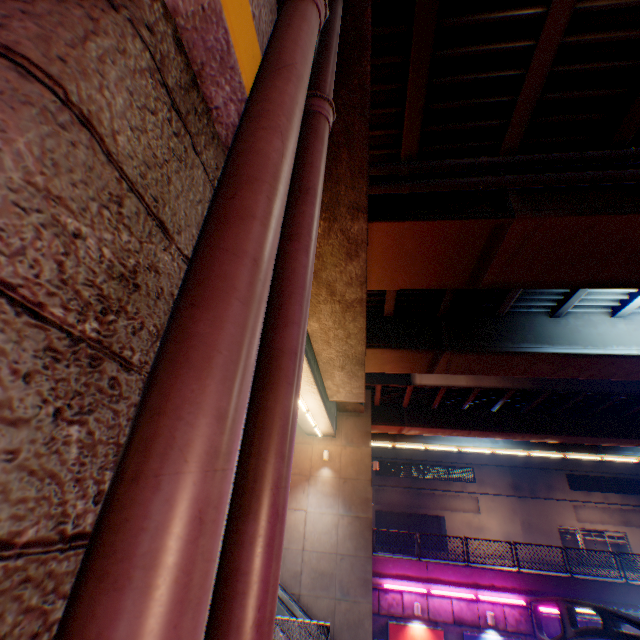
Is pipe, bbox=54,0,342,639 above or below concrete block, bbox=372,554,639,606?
above

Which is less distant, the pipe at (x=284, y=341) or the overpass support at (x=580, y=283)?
the pipe at (x=284, y=341)

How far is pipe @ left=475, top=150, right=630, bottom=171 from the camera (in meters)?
5.51

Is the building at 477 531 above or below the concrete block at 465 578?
above

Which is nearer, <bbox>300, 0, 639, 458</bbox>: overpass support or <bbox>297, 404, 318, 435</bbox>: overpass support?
<bbox>300, 0, 639, 458</bbox>: overpass support

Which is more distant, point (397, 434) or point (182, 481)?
point (397, 434)

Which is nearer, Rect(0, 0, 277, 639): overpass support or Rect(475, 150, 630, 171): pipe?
Rect(0, 0, 277, 639): overpass support
